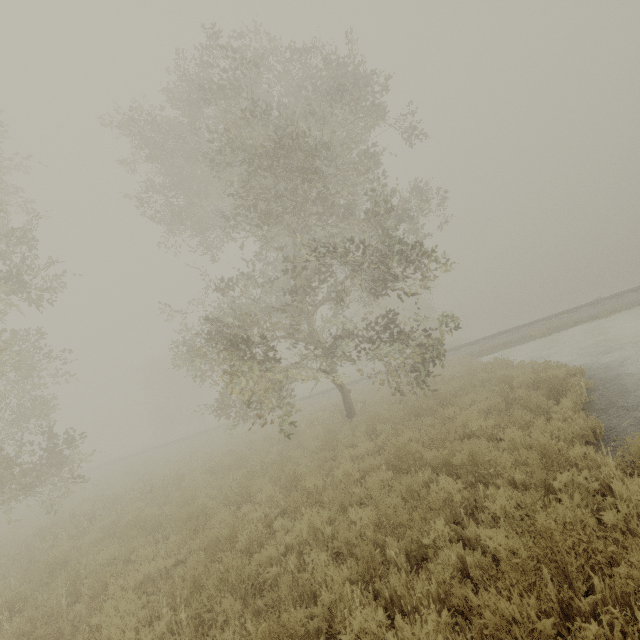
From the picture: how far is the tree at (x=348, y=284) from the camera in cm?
897

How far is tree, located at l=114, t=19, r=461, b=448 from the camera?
8.97m

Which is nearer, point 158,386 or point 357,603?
point 357,603
